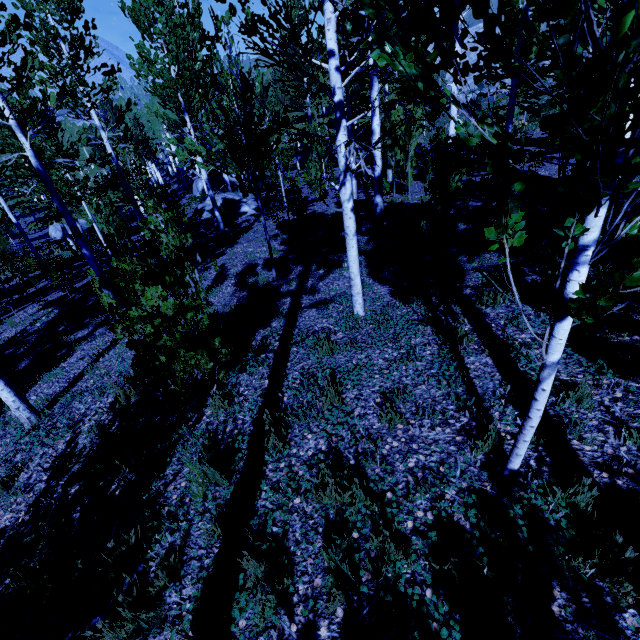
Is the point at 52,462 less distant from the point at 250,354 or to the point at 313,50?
the point at 250,354

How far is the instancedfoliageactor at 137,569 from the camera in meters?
2.7 m

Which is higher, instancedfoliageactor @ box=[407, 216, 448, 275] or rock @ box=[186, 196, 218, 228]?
instancedfoliageactor @ box=[407, 216, 448, 275]

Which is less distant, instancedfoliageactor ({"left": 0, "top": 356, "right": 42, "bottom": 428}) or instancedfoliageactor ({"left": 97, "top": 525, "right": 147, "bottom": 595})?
instancedfoliageactor ({"left": 97, "top": 525, "right": 147, "bottom": 595})

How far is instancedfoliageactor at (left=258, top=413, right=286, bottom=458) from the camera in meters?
3.4

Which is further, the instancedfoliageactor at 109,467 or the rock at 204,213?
the rock at 204,213

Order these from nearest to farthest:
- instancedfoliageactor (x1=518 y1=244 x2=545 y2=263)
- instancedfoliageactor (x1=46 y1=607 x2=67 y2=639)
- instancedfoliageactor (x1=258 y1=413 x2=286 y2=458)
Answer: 1. instancedfoliageactor (x1=46 y1=607 x2=67 y2=639)
2. instancedfoliageactor (x1=258 y1=413 x2=286 y2=458)
3. instancedfoliageactor (x1=518 y1=244 x2=545 y2=263)
